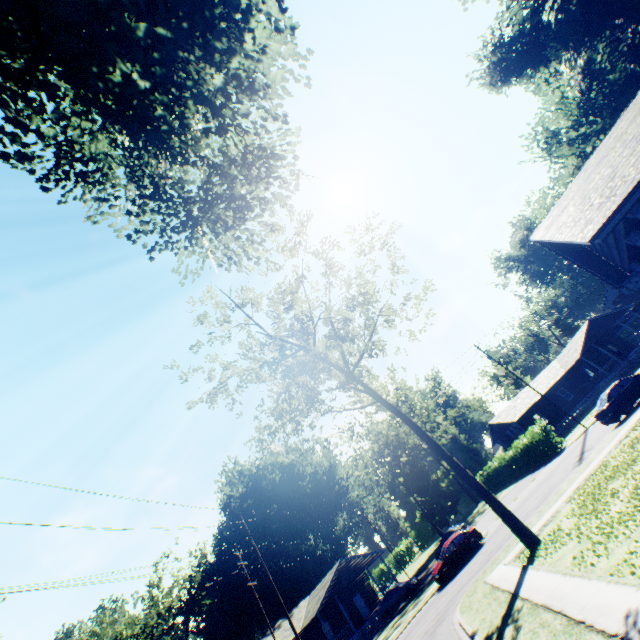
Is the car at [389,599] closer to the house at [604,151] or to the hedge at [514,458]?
the hedge at [514,458]

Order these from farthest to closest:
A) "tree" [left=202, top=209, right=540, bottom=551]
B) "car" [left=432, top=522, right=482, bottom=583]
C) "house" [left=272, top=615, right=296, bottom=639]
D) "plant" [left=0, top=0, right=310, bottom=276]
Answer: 1. "house" [left=272, top=615, right=296, bottom=639]
2. "car" [left=432, top=522, right=482, bottom=583]
3. "tree" [left=202, top=209, right=540, bottom=551]
4. "plant" [left=0, top=0, right=310, bottom=276]

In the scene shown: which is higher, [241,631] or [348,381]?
[348,381]

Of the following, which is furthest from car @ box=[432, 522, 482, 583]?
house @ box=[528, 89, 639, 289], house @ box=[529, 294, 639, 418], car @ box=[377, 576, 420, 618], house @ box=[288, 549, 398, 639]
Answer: house @ box=[528, 89, 639, 289]

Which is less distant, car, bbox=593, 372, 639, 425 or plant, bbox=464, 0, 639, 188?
plant, bbox=464, 0, 639, 188

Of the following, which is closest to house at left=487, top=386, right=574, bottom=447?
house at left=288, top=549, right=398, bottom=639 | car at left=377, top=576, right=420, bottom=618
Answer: car at left=377, top=576, right=420, bottom=618

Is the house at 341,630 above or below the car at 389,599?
above

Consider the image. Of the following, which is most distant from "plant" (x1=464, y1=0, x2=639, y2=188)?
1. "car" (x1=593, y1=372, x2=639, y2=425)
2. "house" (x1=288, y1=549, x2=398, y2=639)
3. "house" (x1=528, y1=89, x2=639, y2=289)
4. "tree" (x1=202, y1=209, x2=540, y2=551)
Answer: "house" (x1=288, y1=549, x2=398, y2=639)
